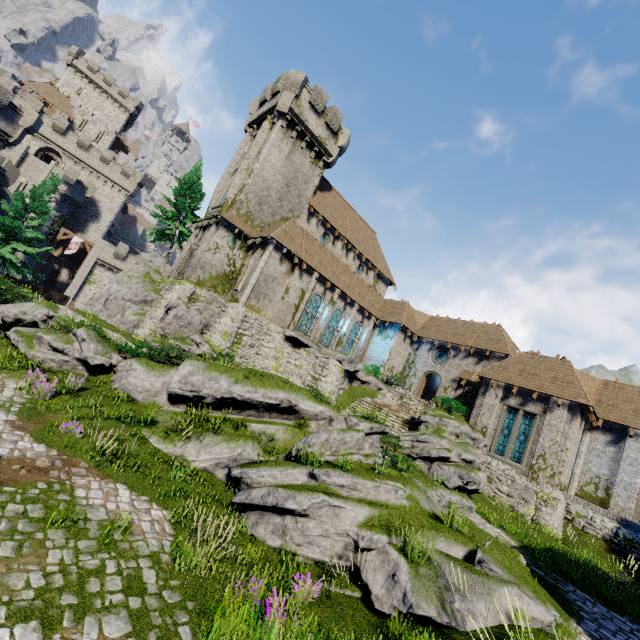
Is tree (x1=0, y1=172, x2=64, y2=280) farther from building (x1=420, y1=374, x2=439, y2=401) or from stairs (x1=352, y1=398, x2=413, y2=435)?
stairs (x1=352, y1=398, x2=413, y2=435)

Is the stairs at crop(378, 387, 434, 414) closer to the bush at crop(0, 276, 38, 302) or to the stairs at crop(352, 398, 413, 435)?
the stairs at crop(352, 398, 413, 435)

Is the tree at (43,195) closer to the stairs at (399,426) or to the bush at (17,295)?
the bush at (17,295)

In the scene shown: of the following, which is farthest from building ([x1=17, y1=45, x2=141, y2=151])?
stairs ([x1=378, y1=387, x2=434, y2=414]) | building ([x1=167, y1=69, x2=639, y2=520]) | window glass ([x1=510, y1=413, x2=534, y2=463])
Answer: window glass ([x1=510, y1=413, x2=534, y2=463])

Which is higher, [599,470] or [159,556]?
[599,470]

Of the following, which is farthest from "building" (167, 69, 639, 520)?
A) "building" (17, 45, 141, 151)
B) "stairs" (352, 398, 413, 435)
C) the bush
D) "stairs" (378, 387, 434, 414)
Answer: "building" (17, 45, 141, 151)

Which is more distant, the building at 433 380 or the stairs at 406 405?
the building at 433 380

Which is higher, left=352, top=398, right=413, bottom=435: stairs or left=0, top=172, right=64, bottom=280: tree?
left=0, top=172, right=64, bottom=280: tree
